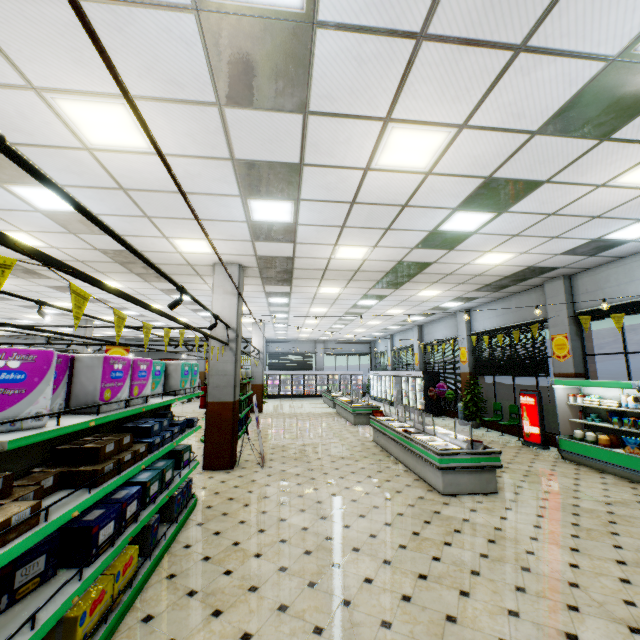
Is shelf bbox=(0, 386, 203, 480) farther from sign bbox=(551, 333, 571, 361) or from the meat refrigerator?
sign bbox=(551, 333, 571, 361)

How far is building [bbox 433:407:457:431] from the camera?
13.33m

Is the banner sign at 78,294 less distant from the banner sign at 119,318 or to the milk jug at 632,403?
the banner sign at 119,318

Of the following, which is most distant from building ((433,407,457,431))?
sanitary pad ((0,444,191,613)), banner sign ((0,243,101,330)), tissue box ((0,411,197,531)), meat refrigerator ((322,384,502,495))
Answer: banner sign ((0,243,101,330))

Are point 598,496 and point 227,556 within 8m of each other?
yes

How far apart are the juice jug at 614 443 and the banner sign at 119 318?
9.89m

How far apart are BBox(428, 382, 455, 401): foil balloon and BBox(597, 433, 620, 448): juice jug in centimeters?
706cm

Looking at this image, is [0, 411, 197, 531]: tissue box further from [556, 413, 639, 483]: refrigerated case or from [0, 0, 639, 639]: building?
[556, 413, 639, 483]: refrigerated case
